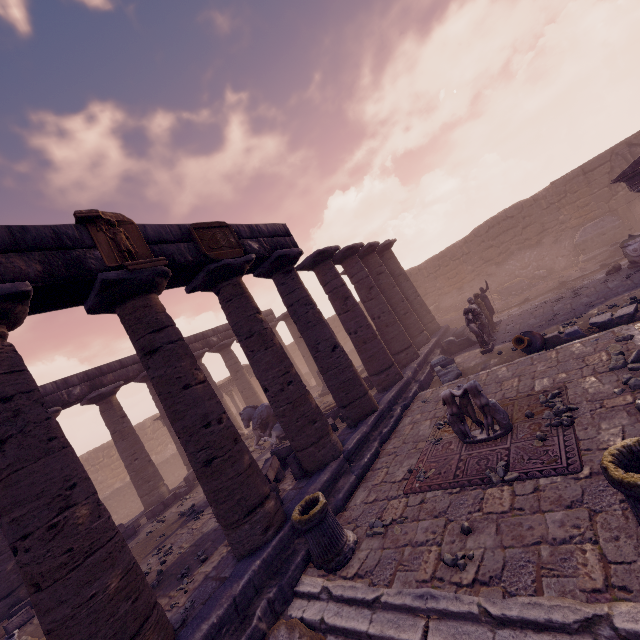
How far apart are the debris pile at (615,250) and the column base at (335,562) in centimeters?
1823cm

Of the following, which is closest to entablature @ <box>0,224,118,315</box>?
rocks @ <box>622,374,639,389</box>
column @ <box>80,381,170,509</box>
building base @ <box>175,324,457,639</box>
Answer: column @ <box>80,381,170,509</box>

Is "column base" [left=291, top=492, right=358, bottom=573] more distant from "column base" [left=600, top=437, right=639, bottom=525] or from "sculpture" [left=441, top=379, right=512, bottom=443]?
"column base" [left=600, top=437, right=639, bottom=525]

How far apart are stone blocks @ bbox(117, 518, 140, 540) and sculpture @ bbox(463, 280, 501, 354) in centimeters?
1491cm

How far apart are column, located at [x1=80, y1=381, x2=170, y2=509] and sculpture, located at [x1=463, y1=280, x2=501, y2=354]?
14.9m

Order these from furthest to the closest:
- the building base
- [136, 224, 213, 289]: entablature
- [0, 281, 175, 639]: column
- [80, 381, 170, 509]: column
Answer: [80, 381, 170, 509]: column
[136, 224, 213, 289]: entablature
the building base
[0, 281, 175, 639]: column

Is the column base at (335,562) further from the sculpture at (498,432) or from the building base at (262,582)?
the sculpture at (498,432)

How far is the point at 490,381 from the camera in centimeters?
867cm
